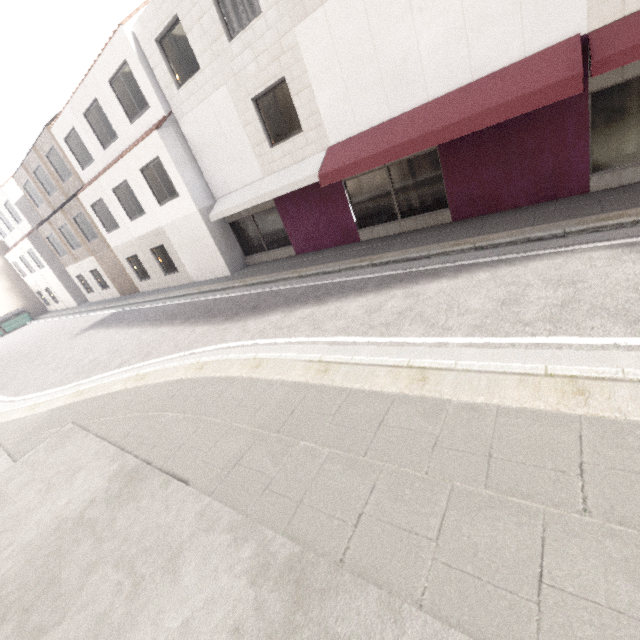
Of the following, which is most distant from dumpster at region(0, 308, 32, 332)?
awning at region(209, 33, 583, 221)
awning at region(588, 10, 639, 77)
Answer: awning at region(588, 10, 639, 77)

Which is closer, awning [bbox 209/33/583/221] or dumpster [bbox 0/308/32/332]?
awning [bbox 209/33/583/221]

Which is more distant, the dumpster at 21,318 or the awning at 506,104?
the dumpster at 21,318

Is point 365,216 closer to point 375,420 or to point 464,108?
point 464,108

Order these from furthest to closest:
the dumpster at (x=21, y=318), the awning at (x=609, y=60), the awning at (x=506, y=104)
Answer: the dumpster at (x=21, y=318) → the awning at (x=506, y=104) → the awning at (x=609, y=60)

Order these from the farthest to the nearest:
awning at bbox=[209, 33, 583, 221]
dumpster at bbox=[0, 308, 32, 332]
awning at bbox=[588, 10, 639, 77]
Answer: dumpster at bbox=[0, 308, 32, 332]
awning at bbox=[209, 33, 583, 221]
awning at bbox=[588, 10, 639, 77]

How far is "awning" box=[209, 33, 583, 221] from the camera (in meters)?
6.04
